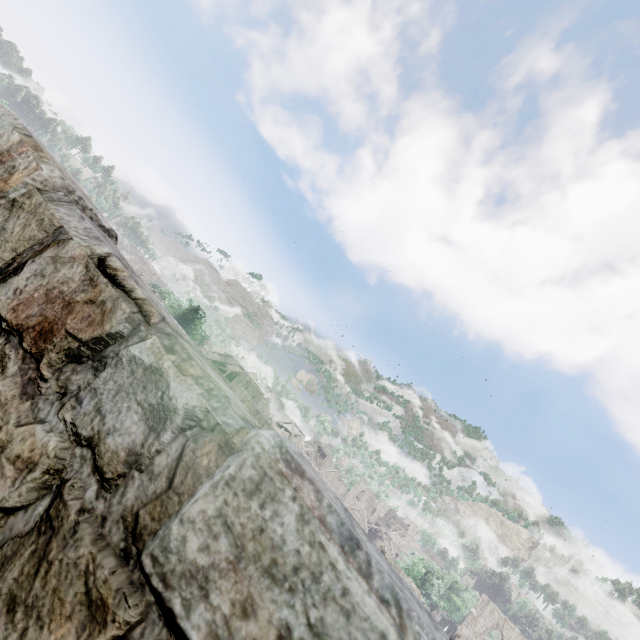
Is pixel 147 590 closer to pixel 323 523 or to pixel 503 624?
pixel 323 523
